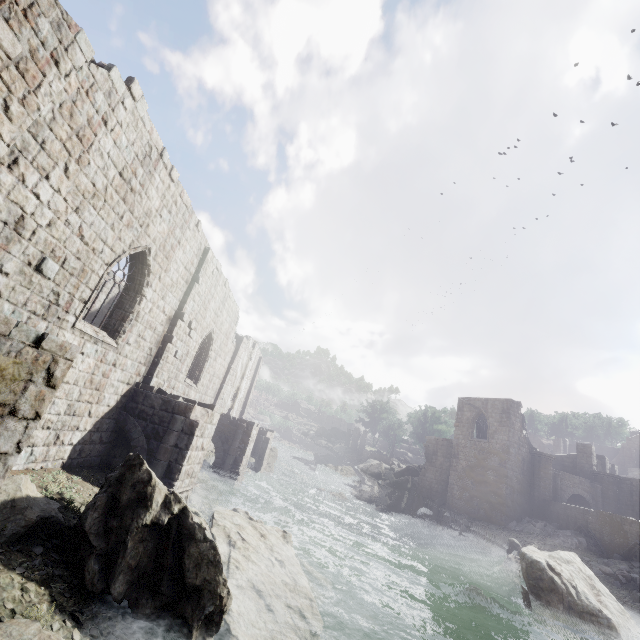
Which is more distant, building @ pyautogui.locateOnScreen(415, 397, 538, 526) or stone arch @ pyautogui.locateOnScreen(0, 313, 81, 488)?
building @ pyautogui.locateOnScreen(415, 397, 538, 526)

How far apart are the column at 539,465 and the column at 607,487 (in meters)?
4.70

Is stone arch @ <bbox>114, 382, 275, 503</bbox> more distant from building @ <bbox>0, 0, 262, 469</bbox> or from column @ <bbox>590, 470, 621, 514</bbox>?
column @ <bbox>590, 470, 621, 514</bbox>

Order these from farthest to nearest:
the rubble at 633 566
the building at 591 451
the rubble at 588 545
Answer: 1. the building at 591 451
2. the rubble at 588 545
3. the rubble at 633 566

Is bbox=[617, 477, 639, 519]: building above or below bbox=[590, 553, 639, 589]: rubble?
above

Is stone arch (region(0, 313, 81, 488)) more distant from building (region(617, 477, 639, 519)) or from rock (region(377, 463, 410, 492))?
rock (region(377, 463, 410, 492))

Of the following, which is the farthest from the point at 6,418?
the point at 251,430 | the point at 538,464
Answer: the point at 538,464

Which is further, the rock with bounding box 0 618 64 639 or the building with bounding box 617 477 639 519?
the building with bounding box 617 477 639 519
